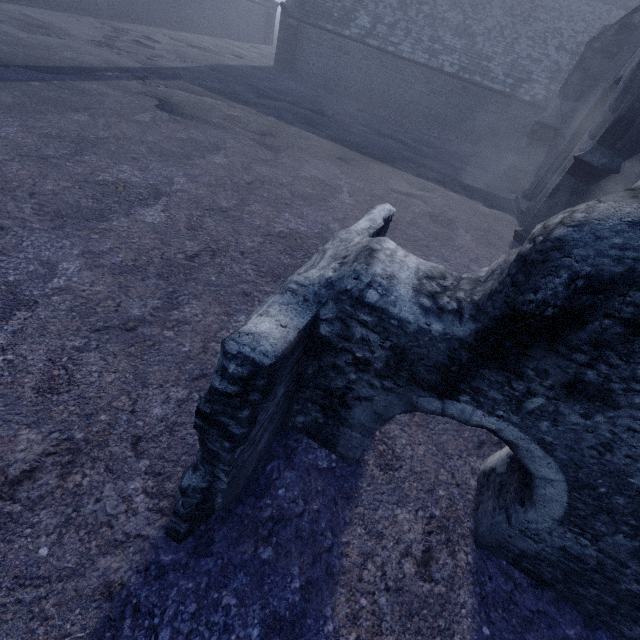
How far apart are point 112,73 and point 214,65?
7.9m
